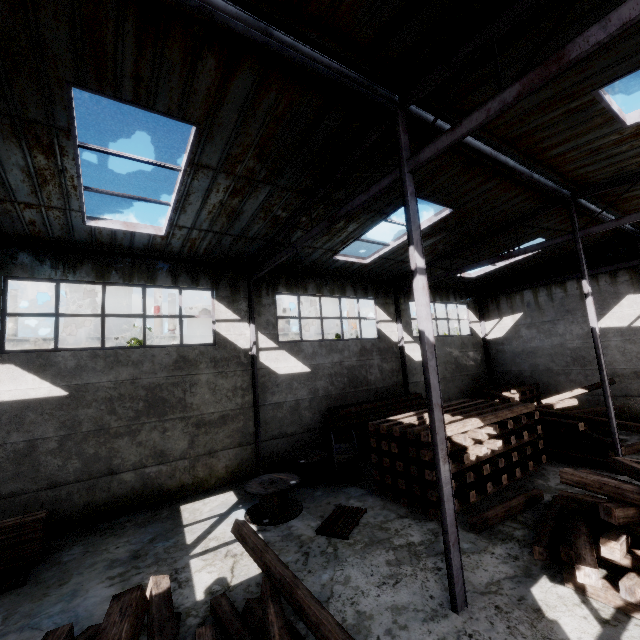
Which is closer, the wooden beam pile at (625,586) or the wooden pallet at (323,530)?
the wooden beam pile at (625,586)

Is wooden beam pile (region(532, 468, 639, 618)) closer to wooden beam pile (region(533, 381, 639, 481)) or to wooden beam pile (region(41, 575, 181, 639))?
wooden beam pile (region(41, 575, 181, 639))

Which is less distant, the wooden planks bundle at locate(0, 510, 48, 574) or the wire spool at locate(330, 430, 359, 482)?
the wooden planks bundle at locate(0, 510, 48, 574)

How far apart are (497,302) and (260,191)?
17.57m

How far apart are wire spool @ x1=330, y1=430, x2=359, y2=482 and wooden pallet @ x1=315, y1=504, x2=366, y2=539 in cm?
141

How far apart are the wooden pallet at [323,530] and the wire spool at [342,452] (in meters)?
1.41

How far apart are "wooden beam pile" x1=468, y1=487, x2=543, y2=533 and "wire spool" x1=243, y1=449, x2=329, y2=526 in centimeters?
411cm

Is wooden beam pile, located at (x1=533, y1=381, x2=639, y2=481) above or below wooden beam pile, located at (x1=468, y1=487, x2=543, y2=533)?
above
